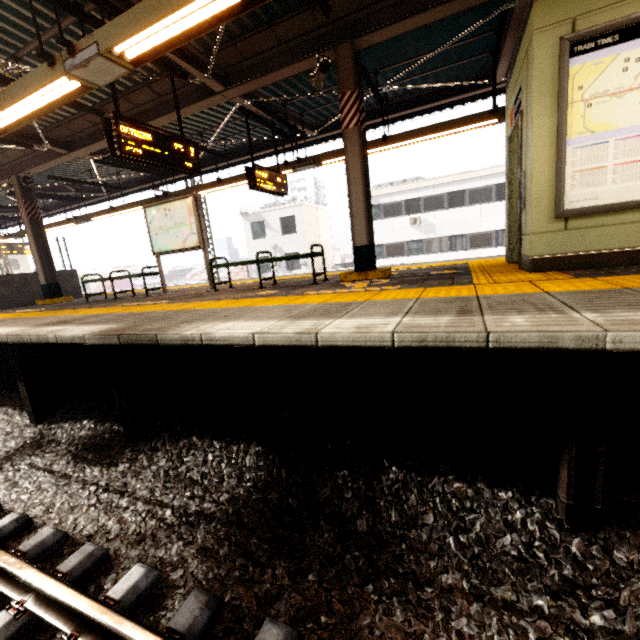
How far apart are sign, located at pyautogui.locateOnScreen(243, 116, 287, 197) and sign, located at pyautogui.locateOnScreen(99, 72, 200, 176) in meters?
1.7

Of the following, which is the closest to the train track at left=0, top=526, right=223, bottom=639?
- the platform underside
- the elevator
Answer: the platform underside

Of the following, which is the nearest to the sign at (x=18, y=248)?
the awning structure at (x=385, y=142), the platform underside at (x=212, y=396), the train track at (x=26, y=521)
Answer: the awning structure at (x=385, y=142)

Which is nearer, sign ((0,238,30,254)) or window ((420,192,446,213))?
sign ((0,238,30,254))

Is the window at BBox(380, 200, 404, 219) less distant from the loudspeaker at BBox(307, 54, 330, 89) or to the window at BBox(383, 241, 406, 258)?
the window at BBox(383, 241, 406, 258)

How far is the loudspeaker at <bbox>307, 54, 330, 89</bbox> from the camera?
5.1m

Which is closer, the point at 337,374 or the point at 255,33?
the point at 337,374

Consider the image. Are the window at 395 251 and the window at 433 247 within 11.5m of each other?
yes
